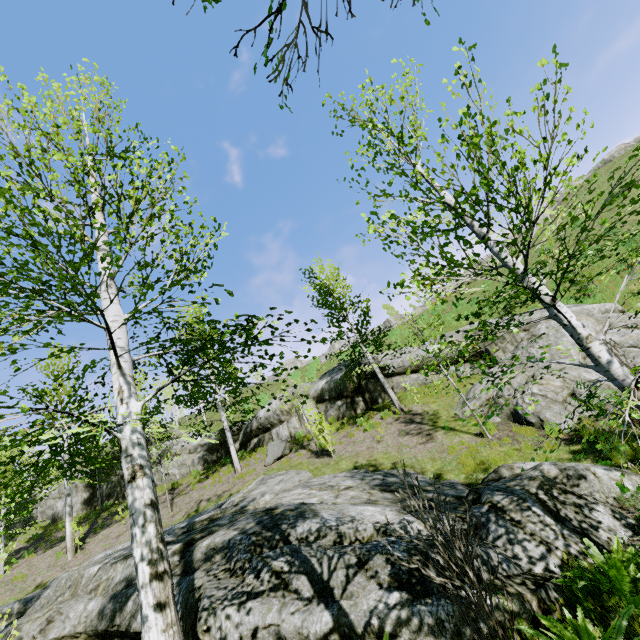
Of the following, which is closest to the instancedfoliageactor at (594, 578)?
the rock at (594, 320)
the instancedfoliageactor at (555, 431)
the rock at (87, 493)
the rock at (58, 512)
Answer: the instancedfoliageactor at (555, 431)

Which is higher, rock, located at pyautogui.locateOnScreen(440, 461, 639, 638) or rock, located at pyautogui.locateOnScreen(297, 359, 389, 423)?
rock, located at pyautogui.locateOnScreen(297, 359, 389, 423)

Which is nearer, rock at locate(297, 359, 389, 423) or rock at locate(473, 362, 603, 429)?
rock at locate(473, 362, 603, 429)

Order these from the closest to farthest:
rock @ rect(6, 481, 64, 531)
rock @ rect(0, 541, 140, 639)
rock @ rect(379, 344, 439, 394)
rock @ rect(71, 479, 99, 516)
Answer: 1. rock @ rect(0, 541, 140, 639)
2. rock @ rect(379, 344, 439, 394)
3. rock @ rect(71, 479, 99, 516)
4. rock @ rect(6, 481, 64, 531)

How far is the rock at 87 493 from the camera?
21.5 meters

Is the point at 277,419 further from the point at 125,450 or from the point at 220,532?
the point at 125,450

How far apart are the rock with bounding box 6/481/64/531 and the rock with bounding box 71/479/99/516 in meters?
2.8
